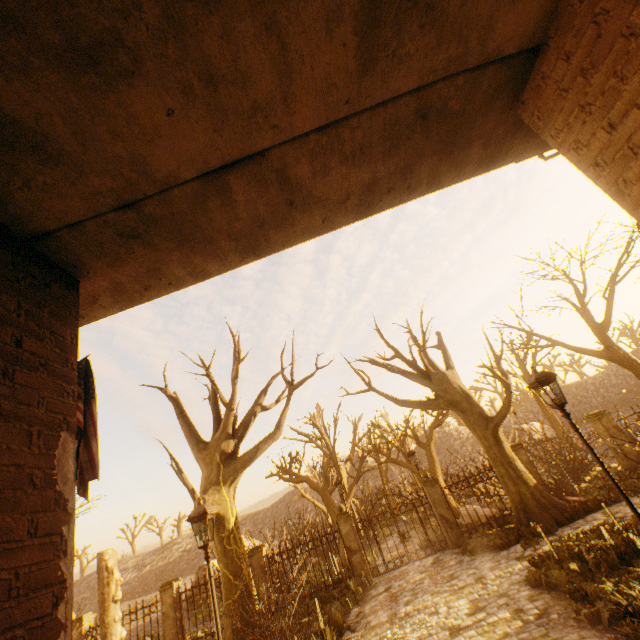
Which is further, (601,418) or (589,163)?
(601,418)

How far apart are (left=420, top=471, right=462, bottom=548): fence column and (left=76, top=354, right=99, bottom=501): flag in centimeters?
1424cm

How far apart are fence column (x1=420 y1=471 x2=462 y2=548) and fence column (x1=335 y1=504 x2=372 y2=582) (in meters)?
3.31

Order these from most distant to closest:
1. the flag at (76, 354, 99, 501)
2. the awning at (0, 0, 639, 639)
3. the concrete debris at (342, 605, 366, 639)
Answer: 1. the concrete debris at (342, 605, 366, 639)
2. the flag at (76, 354, 99, 501)
3. the awning at (0, 0, 639, 639)

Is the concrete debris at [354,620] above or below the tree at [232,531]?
below

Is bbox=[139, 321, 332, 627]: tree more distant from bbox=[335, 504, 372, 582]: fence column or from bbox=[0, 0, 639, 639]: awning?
bbox=[335, 504, 372, 582]: fence column

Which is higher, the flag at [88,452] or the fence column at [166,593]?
the flag at [88,452]

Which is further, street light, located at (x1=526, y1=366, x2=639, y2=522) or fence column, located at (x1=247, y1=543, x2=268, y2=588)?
fence column, located at (x1=247, y1=543, x2=268, y2=588)
